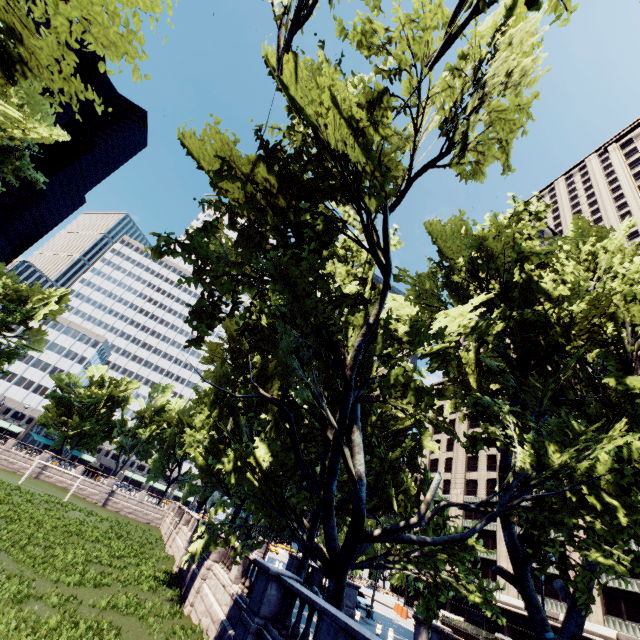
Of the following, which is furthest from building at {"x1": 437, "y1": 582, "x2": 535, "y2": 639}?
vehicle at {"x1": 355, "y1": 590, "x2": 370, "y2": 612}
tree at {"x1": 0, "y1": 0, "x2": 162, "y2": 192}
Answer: vehicle at {"x1": 355, "y1": 590, "x2": 370, "y2": 612}

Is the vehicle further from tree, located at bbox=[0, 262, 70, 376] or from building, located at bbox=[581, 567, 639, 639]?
building, located at bbox=[581, 567, 639, 639]

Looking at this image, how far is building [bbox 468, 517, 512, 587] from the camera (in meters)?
46.09

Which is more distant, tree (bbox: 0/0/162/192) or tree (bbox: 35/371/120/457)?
tree (bbox: 35/371/120/457)

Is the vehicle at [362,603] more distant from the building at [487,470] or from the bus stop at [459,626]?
the building at [487,470]

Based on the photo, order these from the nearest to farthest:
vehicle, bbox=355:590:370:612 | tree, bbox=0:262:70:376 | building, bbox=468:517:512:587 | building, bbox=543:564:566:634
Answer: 1. vehicle, bbox=355:590:370:612
2. building, bbox=543:564:566:634
3. building, bbox=468:517:512:587
4. tree, bbox=0:262:70:376

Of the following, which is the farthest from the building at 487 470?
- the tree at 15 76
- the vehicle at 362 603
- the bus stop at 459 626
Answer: the bus stop at 459 626

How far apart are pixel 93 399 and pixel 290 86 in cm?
6386
